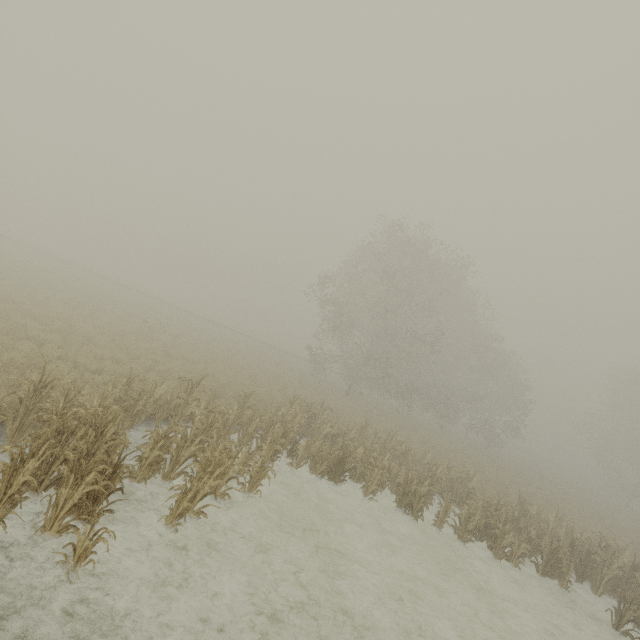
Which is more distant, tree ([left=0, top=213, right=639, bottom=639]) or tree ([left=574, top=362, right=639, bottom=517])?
tree ([left=574, top=362, right=639, bottom=517])

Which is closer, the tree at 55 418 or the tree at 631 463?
the tree at 55 418

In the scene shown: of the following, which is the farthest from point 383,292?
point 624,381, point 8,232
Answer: point 8,232
